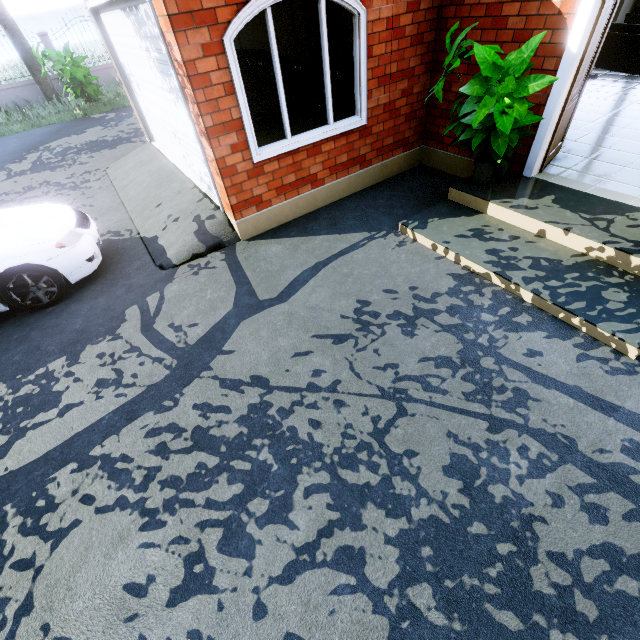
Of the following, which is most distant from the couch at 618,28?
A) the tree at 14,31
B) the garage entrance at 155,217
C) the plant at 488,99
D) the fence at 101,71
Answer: the fence at 101,71

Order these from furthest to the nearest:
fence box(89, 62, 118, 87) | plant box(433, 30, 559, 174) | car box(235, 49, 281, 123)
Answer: fence box(89, 62, 118, 87), car box(235, 49, 281, 123), plant box(433, 30, 559, 174)

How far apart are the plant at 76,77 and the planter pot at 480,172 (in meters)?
14.50

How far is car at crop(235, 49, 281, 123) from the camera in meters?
7.1

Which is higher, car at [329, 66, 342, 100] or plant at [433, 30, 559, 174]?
plant at [433, 30, 559, 174]

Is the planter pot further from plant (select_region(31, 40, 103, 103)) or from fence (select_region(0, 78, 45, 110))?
plant (select_region(31, 40, 103, 103))

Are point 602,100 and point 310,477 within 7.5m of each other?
no

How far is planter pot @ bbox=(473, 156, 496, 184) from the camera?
4.46m
